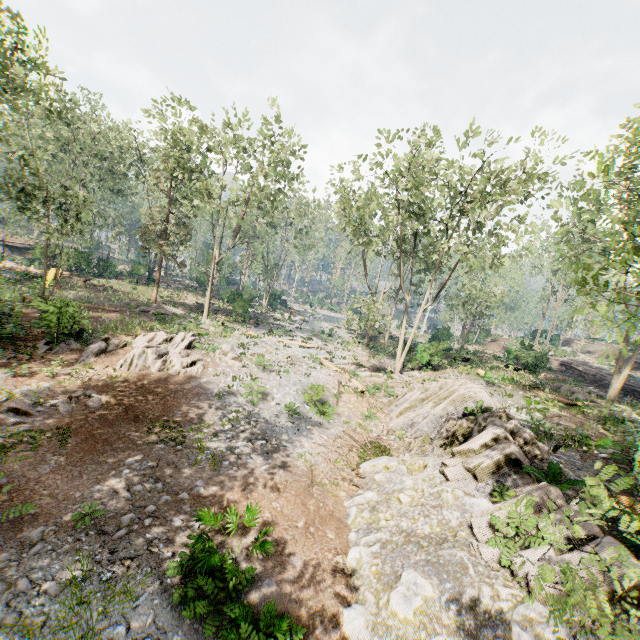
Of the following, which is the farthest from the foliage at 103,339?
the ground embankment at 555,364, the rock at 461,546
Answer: the ground embankment at 555,364

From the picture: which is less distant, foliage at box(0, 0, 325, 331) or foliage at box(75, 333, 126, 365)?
foliage at box(75, 333, 126, 365)

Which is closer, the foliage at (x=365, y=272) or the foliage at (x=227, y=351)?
the foliage at (x=365, y=272)

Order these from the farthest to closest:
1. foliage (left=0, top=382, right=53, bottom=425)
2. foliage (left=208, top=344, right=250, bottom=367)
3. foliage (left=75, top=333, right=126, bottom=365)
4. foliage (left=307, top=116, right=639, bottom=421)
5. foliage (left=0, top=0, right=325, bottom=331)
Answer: foliage (left=0, top=0, right=325, bottom=331), foliage (left=208, top=344, right=250, bottom=367), foliage (left=75, top=333, right=126, bottom=365), foliage (left=0, top=382, right=53, bottom=425), foliage (left=307, top=116, right=639, bottom=421)

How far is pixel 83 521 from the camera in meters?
7.8 m

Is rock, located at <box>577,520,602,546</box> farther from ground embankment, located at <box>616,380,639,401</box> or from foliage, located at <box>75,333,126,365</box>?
ground embankment, located at <box>616,380,639,401</box>

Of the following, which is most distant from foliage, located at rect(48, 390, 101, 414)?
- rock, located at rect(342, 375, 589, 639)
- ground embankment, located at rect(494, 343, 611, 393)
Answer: ground embankment, located at rect(494, 343, 611, 393)
